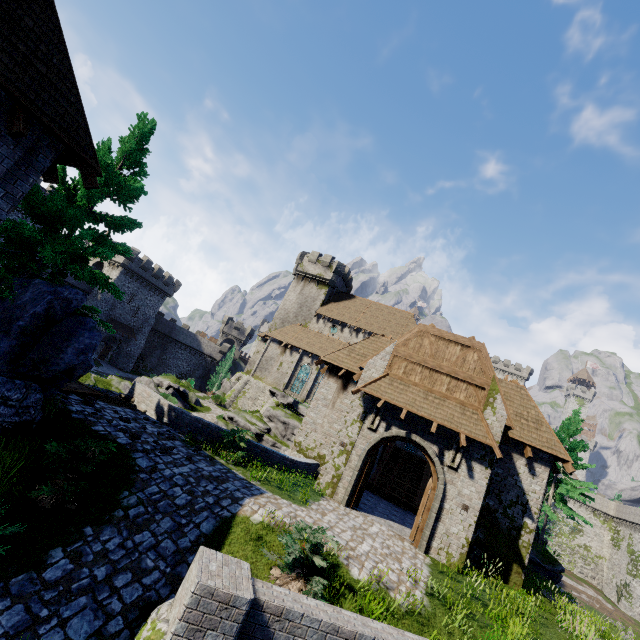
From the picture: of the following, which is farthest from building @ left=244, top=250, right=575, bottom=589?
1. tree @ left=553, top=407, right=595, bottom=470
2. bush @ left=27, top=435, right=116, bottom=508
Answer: bush @ left=27, top=435, right=116, bottom=508

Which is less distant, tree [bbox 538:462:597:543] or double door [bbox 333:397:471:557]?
double door [bbox 333:397:471:557]

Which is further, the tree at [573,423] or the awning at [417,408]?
the tree at [573,423]

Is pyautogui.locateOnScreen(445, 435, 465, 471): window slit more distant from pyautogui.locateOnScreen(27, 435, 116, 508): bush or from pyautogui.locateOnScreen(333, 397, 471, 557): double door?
pyautogui.locateOnScreen(27, 435, 116, 508): bush

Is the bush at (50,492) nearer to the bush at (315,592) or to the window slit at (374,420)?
the bush at (315,592)

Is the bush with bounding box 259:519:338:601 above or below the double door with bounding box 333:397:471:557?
below

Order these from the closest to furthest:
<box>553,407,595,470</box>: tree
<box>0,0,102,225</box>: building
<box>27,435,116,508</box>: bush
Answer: <box>0,0,102,225</box>: building → <box>27,435,116,508</box>: bush → <box>553,407,595,470</box>: tree

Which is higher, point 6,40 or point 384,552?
point 6,40
